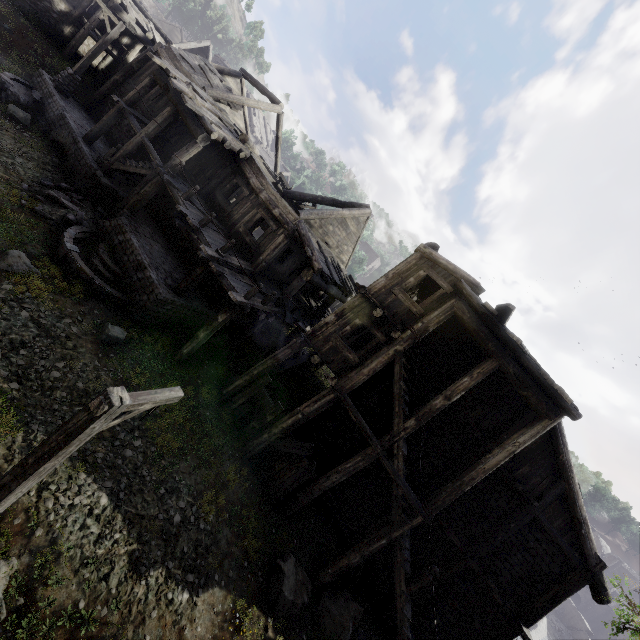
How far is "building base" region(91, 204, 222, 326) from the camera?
11.6 meters

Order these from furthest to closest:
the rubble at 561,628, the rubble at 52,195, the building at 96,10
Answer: the rubble at 561,628, the building at 96,10, the rubble at 52,195

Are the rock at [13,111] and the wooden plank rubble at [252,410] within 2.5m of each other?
no

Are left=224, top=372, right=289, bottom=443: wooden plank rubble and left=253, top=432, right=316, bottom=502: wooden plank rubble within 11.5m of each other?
yes

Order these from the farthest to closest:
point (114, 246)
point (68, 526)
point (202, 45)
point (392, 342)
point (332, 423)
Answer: point (202, 45) < point (332, 423) < point (114, 246) < point (392, 342) < point (68, 526)

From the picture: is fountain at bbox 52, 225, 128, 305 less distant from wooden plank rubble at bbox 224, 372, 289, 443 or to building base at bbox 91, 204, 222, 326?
building base at bbox 91, 204, 222, 326

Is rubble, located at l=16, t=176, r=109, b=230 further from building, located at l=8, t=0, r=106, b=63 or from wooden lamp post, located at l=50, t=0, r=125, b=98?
wooden lamp post, located at l=50, t=0, r=125, b=98

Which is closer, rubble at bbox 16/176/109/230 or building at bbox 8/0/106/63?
rubble at bbox 16/176/109/230
